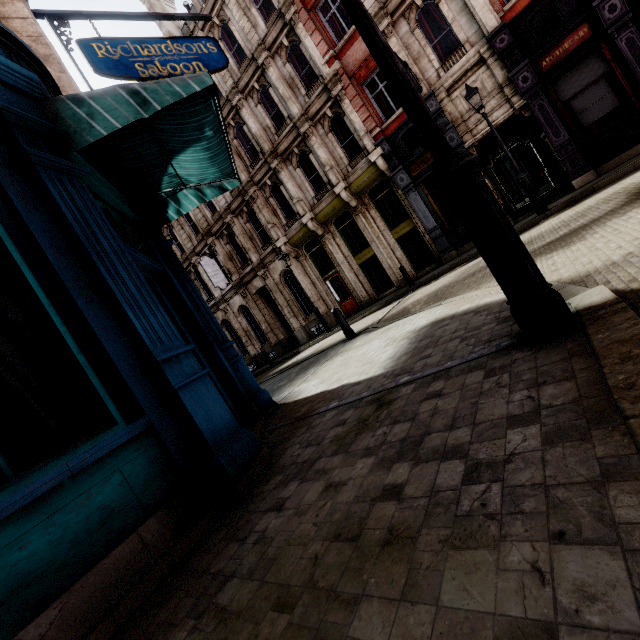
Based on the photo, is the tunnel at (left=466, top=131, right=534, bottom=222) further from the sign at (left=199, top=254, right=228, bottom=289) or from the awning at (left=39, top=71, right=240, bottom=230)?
the sign at (left=199, top=254, right=228, bottom=289)

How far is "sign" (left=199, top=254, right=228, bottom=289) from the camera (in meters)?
20.67

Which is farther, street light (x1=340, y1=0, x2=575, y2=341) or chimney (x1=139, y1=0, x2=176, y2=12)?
chimney (x1=139, y1=0, x2=176, y2=12)

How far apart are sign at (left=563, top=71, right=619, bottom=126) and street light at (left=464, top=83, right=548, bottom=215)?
3.26m

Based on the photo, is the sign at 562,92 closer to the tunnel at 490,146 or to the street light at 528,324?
the tunnel at 490,146

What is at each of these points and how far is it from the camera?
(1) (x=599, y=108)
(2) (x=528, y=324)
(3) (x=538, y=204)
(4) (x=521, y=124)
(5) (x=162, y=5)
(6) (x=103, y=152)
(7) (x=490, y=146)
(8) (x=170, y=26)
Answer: (1) sign, 10.91m
(2) street light, 2.33m
(3) street light, 10.34m
(4) tunnel, 14.53m
(5) chimney, 20.14m
(6) awning, 4.26m
(7) tunnel, 16.64m
(8) chimney, 19.78m

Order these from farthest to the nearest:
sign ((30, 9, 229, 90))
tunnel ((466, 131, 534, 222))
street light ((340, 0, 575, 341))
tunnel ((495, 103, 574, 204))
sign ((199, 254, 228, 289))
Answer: sign ((199, 254, 228, 289)), tunnel ((466, 131, 534, 222)), tunnel ((495, 103, 574, 204)), sign ((30, 9, 229, 90)), street light ((340, 0, 575, 341))

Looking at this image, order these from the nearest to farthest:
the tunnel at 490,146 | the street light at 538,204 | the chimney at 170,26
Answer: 1. the street light at 538,204
2. the tunnel at 490,146
3. the chimney at 170,26
